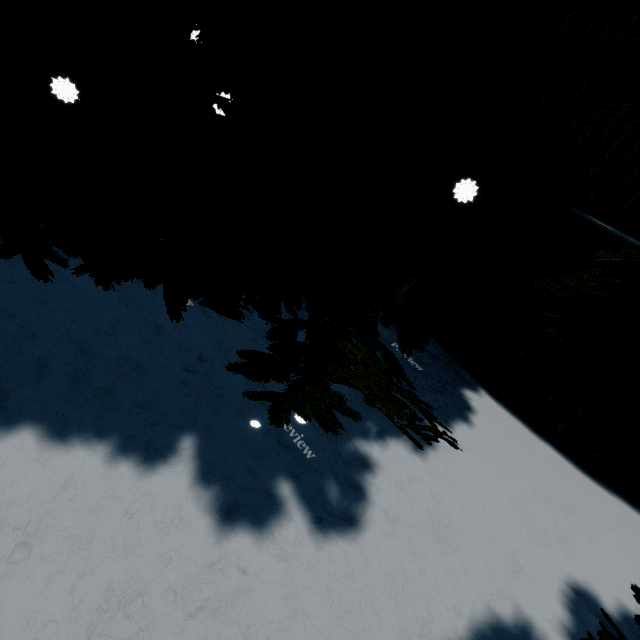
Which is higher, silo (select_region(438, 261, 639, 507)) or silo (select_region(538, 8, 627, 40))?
silo (select_region(538, 8, 627, 40))

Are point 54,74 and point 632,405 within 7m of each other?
no

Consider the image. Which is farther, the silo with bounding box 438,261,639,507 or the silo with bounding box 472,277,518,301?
the silo with bounding box 472,277,518,301

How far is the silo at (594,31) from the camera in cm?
371

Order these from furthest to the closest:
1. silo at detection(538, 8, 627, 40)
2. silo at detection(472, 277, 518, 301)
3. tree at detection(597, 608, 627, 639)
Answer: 1. silo at detection(472, 277, 518, 301)
2. silo at detection(538, 8, 627, 40)
3. tree at detection(597, 608, 627, 639)

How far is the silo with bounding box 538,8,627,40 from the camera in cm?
371
